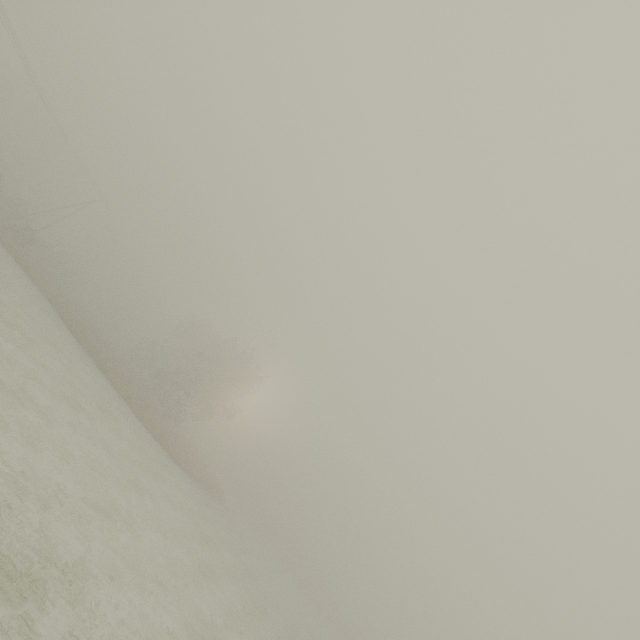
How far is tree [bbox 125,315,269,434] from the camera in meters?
39.2

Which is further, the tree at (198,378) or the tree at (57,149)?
the tree at (57,149)

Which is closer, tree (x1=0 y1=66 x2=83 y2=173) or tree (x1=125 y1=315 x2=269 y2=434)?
tree (x1=125 y1=315 x2=269 y2=434)

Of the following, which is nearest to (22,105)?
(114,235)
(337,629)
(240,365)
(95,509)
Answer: (114,235)

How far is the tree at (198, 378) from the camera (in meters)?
39.16
